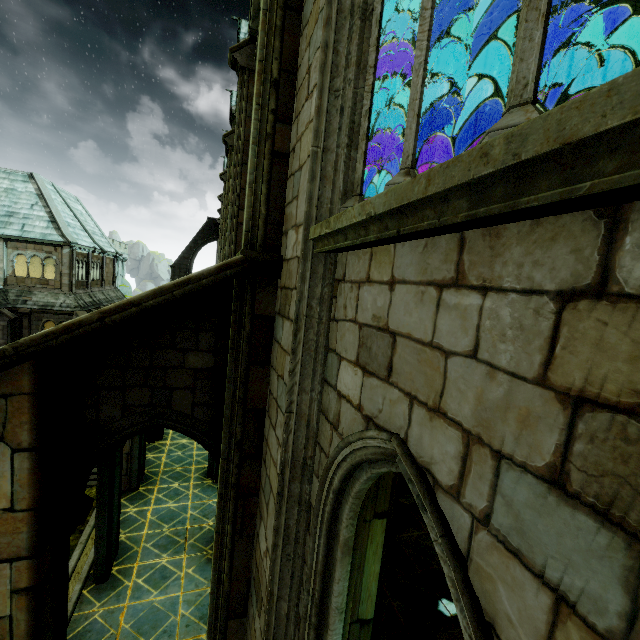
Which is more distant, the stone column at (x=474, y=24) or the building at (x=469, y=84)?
the building at (x=469, y=84)

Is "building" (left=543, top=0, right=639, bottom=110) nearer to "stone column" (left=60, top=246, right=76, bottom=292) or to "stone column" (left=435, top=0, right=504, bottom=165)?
"stone column" (left=435, top=0, right=504, bottom=165)

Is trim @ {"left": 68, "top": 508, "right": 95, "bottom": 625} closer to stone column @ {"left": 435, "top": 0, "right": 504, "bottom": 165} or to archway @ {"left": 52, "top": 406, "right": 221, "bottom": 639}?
archway @ {"left": 52, "top": 406, "right": 221, "bottom": 639}

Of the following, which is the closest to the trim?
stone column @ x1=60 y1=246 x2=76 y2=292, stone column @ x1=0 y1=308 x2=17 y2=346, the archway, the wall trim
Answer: the archway

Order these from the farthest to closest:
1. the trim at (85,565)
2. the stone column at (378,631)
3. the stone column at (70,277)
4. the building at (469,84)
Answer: the stone column at (70,277)
the building at (469,84)
the trim at (85,565)
the stone column at (378,631)

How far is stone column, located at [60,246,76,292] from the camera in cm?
2659

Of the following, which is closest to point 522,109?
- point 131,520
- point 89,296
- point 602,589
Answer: point 602,589

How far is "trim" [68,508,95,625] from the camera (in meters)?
6.37
